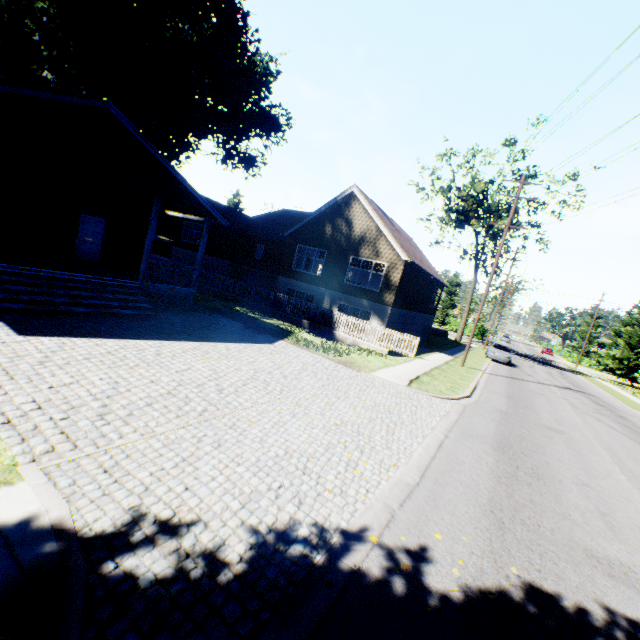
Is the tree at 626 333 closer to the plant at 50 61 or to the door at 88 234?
the door at 88 234

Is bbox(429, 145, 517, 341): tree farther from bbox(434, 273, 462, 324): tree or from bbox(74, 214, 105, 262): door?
bbox(74, 214, 105, 262): door

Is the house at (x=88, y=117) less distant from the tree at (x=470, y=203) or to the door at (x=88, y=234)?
the door at (x=88, y=234)

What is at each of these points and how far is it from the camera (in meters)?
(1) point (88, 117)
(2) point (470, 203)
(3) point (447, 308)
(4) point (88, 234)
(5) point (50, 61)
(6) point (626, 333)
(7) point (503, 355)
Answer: (1) house, 10.16
(2) tree, 35.44
(3) tree, 59.69
(4) door, 15.43
(5) plant, 17.12
(6) tree, 42.38
(7) car, 28.14

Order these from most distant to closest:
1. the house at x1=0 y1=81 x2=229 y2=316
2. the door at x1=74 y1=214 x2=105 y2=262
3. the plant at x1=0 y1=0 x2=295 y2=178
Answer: the plant at x1=0 y1=0 x2=295 y2=178, the door at x1=74 y1=214 x2=105 y2=262, the house at x1=0 y1=81 x2=229 y2=316

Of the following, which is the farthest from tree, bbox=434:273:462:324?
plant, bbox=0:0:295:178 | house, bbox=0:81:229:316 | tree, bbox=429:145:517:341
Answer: house, bbox=0:81:229:316

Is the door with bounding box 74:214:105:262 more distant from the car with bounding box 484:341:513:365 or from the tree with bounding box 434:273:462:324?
the tree with bounding box 434:273:462:324

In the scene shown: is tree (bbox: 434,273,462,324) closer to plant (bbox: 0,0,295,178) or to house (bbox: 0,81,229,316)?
plant (bbox: 0,0,295,178)
